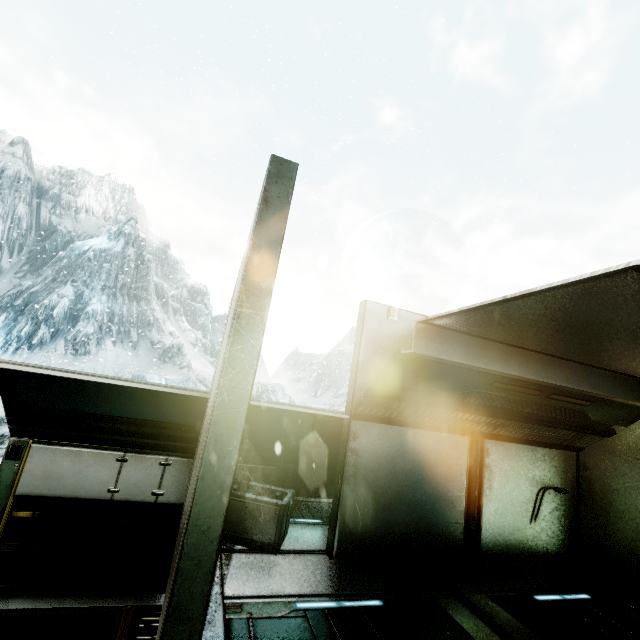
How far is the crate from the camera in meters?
3.1 m

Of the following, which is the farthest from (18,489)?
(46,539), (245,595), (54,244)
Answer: (54,244)

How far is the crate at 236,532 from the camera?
3.10m
